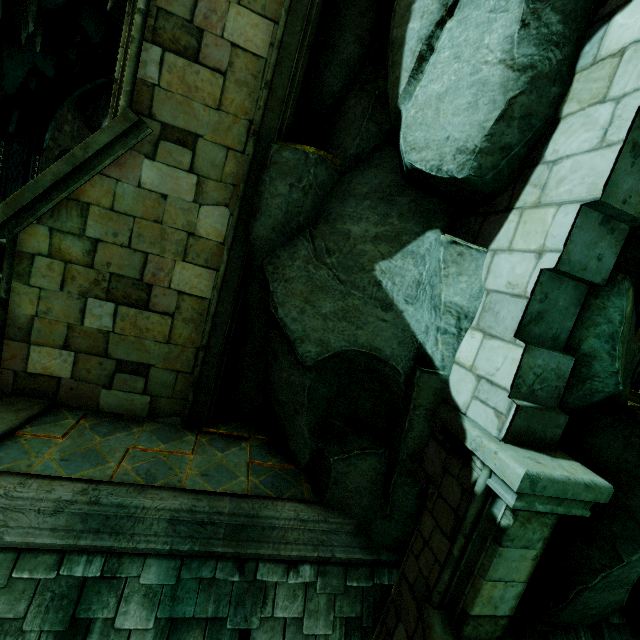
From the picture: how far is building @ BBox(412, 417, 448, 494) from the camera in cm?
336

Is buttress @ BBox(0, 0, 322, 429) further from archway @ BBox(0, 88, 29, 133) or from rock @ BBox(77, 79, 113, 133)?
archway @ BBox(0, 88, 29, 133)

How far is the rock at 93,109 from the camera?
23.41m

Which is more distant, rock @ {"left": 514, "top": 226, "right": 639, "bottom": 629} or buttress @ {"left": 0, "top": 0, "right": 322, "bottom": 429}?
buttress @ {"left": 0, "top": 0, "right": 322, "bottom": 429}

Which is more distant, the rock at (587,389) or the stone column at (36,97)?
the stone column at (36,97)

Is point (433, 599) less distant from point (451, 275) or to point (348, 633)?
point (348, 633)

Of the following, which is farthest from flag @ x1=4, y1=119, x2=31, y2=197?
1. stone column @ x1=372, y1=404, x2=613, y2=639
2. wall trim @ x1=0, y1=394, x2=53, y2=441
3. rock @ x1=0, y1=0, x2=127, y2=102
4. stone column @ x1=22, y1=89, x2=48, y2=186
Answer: stone column @ x1=372, y1=404, x2=613, y2=639

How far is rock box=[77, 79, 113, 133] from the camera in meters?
23.4
